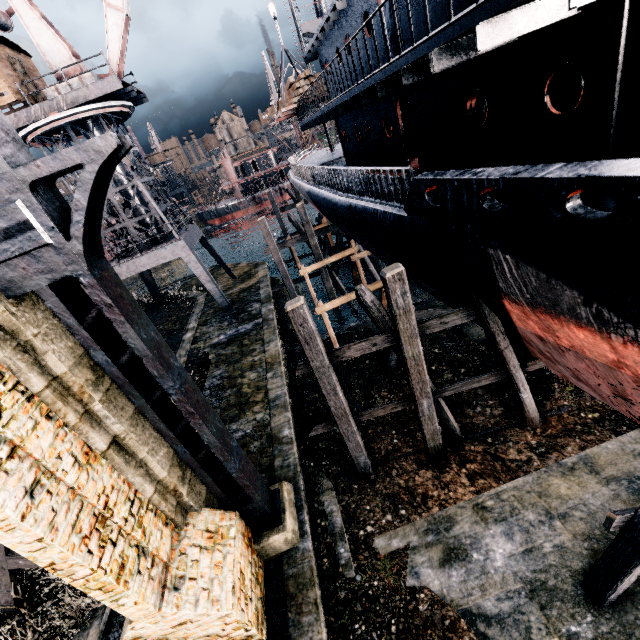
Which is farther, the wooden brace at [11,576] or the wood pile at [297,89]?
the wood pile at [297,89]

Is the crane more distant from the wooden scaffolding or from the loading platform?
the wooden scaffolding

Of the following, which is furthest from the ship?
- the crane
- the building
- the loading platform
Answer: the crane

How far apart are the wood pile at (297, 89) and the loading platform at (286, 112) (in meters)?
0.01

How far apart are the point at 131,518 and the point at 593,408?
14.3m

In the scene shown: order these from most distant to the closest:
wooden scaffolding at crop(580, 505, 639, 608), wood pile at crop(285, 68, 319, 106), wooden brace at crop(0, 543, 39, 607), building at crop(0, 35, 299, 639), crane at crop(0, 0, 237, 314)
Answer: wood pile at crop(285, 68, 319, 106), crane at crop(0, 0, 237, 314), wooden brace at crop(0, 543, 39, 607), wooden scaffolding at crop(580, 505, 639, 608), building at crop(0, 35, 299, 639)

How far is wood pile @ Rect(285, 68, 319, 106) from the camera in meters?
18.5 m

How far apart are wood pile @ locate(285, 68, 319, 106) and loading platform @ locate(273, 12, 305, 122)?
0.01m
